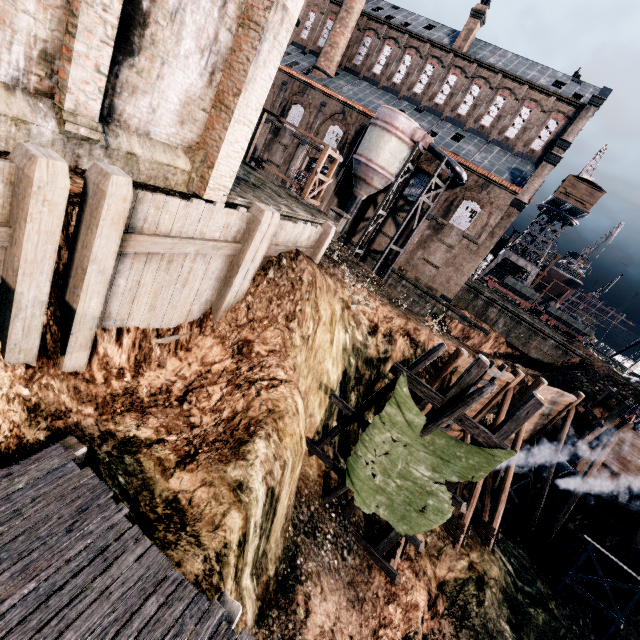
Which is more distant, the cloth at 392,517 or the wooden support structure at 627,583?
the wooden support structure at 627,583

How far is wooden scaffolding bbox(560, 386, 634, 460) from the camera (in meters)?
20.05

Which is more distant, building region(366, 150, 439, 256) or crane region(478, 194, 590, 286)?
crane region(478, 194, 590, 286)

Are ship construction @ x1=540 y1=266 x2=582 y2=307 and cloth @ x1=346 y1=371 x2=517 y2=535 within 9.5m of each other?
no

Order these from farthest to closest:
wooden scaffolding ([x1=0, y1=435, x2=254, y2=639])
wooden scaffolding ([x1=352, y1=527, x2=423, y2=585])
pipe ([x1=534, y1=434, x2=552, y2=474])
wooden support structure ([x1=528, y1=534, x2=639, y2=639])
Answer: pipe ([x1=534, y1=434, x2=552, y2=474]), wooden support structure ([x1=528, y1=534, x2=639, y2=639]), wooden scaffolding ([x1=352, y1=527, x2=423, y2=585]), wooden scaffolding ([x1=0, y1=435, x2=254, y2=639])

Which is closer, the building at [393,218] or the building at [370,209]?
the building at [393,218]

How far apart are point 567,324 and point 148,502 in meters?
51.8

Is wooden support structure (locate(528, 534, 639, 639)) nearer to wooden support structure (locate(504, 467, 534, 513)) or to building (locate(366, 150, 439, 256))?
wooden support structure (locate(504, 467, 534, 513))
